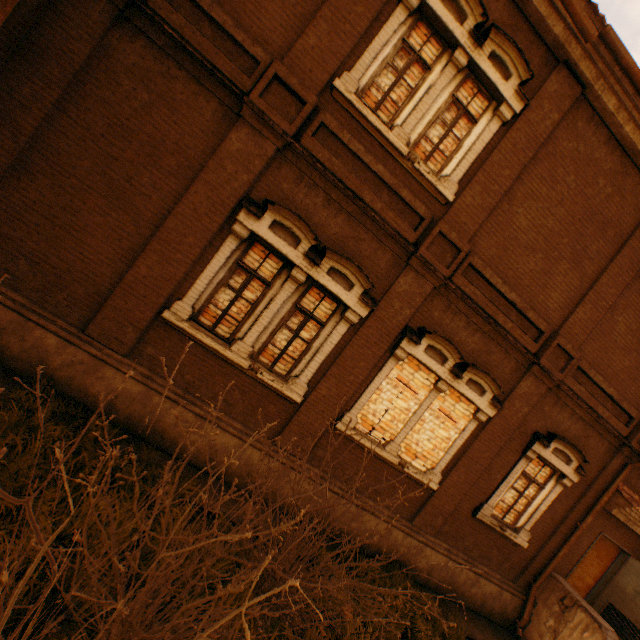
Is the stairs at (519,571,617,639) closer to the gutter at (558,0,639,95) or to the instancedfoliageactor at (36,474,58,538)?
the gutter at (558,0,639,95)

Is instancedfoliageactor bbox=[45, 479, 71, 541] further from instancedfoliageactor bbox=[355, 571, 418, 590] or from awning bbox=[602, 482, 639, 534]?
awning bbox=[602, 482, 639, 534]

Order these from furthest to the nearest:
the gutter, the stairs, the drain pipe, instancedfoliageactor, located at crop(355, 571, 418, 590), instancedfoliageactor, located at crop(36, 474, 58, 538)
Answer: Result:
1. the stairs
2. instancedfoliageactor, located at crop(355, 571, 418, 590)
3. the gutter
4. the drain pipe
5. instancedfoliageactor, located at crop(36, 474, 58, 538)

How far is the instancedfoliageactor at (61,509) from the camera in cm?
352

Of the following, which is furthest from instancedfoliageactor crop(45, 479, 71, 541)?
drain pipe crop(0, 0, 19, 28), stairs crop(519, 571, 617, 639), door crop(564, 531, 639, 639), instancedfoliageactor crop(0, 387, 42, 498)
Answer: door crop(564, 531, 639, 639)

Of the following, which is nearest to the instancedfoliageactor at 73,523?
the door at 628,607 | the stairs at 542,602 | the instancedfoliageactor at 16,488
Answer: the instancedfoliageactor at 16,488

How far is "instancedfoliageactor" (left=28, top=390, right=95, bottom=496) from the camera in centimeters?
387cm

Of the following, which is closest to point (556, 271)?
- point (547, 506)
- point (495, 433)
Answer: point (495, 433)
